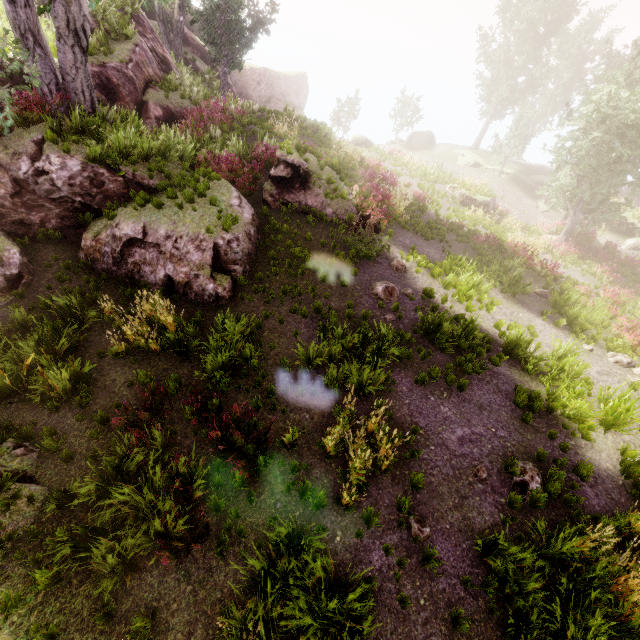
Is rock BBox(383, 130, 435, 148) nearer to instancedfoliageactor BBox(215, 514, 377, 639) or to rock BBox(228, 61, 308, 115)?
instancedfoliageactor BBox(215, 514, 377, 639)

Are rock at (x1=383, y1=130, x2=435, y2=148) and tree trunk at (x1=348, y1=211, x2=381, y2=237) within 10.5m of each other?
no

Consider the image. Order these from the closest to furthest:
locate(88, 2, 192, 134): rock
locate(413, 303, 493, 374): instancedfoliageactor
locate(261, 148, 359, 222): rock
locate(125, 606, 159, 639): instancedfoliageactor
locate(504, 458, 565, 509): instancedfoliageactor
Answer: locate(125, 606, 159, 639): instancedfoliageactor < locate(504, 458, 565, 509): instancedfoliageactor < locate(413, 303, 493, 374): instancedfoliageactor < locate(261, 148, 359, 222): rock < locate(88, 2, 192, 134): rock

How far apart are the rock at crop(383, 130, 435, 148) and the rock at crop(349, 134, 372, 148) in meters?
7.7

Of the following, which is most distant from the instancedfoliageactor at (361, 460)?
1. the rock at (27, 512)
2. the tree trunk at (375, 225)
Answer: the rock at (27, 512)

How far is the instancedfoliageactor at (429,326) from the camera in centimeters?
907cm

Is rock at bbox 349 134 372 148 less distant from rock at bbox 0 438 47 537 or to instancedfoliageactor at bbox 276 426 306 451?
instancedfoliageactor at bbox 276 426 306 451

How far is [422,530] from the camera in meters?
5.6 m
